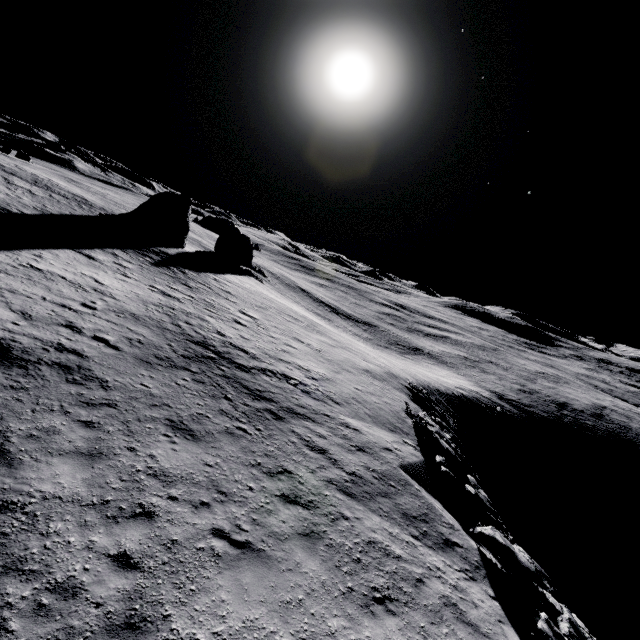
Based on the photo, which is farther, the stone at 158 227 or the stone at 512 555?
the stone at 158 227

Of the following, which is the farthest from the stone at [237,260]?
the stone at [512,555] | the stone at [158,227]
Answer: the stone at [512,555]

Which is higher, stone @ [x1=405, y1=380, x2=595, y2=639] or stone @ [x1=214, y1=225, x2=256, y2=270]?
stone @ [x1=214, y1=225, x2=256, y2=270]

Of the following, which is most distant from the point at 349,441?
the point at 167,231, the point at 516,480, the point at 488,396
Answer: the point at 488,396

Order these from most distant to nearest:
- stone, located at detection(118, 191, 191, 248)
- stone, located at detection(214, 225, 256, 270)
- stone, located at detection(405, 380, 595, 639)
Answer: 1. stone, located at detection(214, 225, 256, 270)
2. stone, located at detection(118, 191, 191, 248)
3. stone, located at detection(405, 380, 595, 639)

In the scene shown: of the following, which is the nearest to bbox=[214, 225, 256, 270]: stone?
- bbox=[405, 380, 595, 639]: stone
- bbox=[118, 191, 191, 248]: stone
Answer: bbox=[118, 191, 191, 248]: stone
